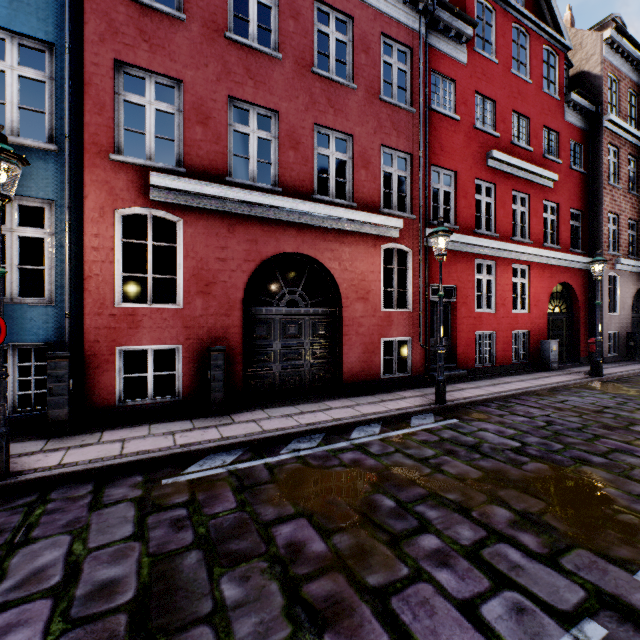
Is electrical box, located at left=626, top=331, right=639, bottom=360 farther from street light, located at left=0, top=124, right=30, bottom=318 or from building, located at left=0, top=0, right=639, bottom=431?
street light, located at left=0, top=124, right=30, bottom=318

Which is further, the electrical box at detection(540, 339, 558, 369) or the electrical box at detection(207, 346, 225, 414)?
the electrical box at detection(540, 339, 558, 369)

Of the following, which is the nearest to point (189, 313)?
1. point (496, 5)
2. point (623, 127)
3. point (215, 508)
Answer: point (215, 508)

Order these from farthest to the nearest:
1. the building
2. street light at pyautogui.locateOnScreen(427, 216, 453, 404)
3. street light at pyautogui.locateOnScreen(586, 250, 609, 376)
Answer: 1. street light at pyautogui.locateOnScreen(586, 250, 609, 376)
2. street light at pyautogui.locateOnScreen(427, 216, 453, 404)
3. the building

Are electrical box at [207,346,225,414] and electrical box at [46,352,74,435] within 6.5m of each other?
yes

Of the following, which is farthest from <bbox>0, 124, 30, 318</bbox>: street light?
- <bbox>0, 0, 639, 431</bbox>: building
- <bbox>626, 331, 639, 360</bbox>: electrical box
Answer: <bbox>626, 331, 639, 360</bbox>: electrical box

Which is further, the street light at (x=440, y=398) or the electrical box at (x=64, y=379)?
the street light at (x=440, y=398)

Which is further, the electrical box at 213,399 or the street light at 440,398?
the street light at 440,398
